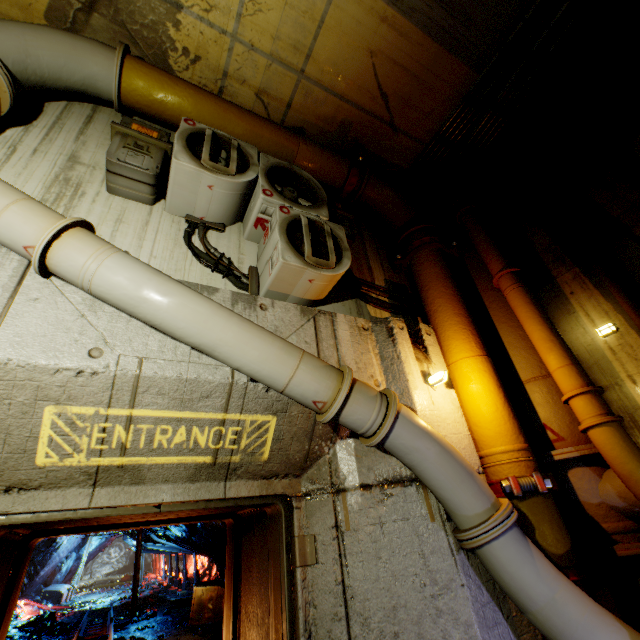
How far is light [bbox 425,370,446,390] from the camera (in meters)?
3.05

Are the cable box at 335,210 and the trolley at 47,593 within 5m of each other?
no

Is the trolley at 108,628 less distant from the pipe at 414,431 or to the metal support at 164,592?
the metal support at 164,592

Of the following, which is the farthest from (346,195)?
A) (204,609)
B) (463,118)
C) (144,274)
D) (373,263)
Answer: (204,609)

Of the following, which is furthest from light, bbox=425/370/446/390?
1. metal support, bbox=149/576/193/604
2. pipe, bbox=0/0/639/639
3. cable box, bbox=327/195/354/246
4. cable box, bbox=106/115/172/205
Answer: metal support, bbox=149/576/193/604

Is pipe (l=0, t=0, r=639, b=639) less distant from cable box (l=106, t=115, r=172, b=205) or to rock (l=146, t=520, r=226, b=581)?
cable box (l=106, t=115, r=172, b=205)

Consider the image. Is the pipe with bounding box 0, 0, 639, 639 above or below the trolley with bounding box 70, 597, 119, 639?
above

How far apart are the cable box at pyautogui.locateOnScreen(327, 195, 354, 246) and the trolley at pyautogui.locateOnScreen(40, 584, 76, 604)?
25.92m
